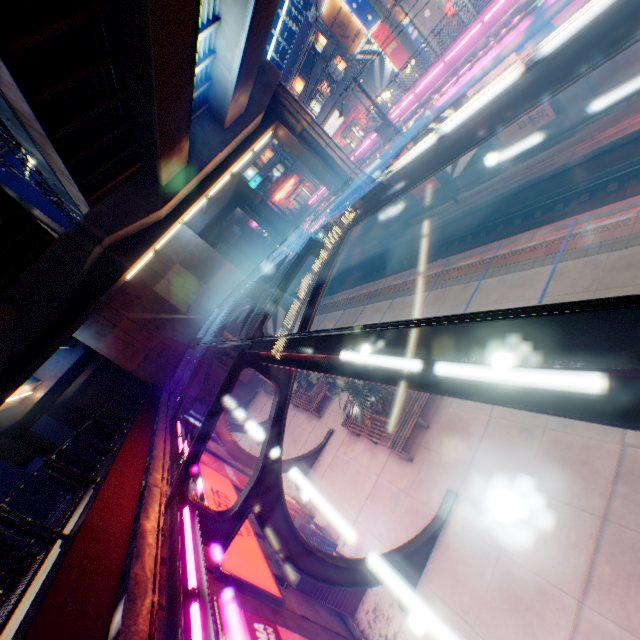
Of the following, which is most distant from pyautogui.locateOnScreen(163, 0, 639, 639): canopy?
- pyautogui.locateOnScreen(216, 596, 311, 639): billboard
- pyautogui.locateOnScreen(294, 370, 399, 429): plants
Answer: pyautogui.locateOnScreen(294, 370, 399, 429): plants

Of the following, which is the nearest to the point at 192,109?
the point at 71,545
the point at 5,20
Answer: the point at 5,20

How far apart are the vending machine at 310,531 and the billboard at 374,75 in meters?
37.3

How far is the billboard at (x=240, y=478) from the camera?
13.40m

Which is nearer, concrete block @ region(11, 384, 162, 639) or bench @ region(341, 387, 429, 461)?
concrete block @ region(11, 384, 162, 639)

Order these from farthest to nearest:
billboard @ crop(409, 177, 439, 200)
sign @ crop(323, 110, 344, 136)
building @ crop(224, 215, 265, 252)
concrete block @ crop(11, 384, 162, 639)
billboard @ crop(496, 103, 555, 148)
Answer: building @ crop(224, 215, 265, 252), sign @ crop(323, 110, 344, 136), billboard @ crop(409, 177, 439, 200), billboard @ crop(496, 103, 555, 148), concrete block @ crop(11, 384, 162, 639)

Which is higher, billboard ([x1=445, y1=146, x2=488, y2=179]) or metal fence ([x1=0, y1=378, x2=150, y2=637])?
metal fence ([x1=0, y1=378, x2=150, y2=637])

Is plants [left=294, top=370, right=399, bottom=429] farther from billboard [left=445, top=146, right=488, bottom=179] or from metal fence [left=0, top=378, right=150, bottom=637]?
billboard [left=445, top=146, right=488, bottom=179]
